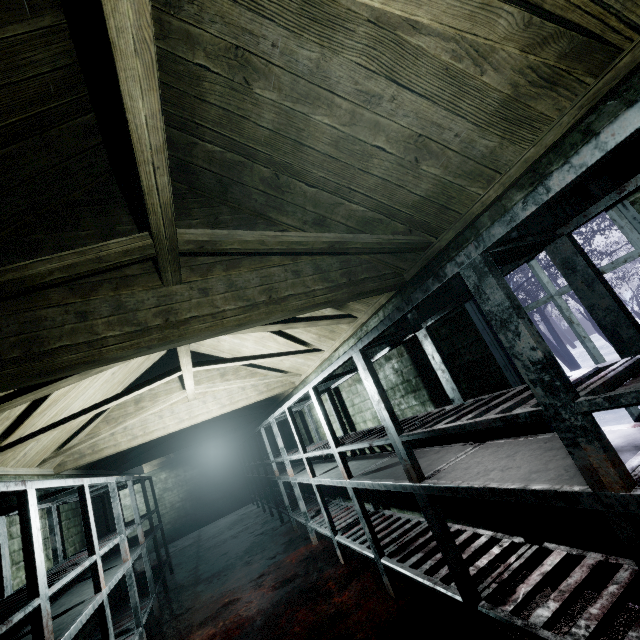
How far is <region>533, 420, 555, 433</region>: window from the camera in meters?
1.7 m

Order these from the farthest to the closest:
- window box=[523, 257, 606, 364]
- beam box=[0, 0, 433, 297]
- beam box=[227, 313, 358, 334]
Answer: beam box=[227, 313, 358, 334], window box=[523, 257, 606, 364], beam box=[0, 0, 433, 297]

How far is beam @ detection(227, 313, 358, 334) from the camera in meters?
2.6 m

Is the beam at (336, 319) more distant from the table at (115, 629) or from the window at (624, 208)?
the window at (624, 208)

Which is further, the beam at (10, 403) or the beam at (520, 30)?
the beam at (10, 403)

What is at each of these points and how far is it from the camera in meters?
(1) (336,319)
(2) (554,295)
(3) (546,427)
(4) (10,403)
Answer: (1) beam, 2.9 m
(2) window, 1.6 m
(3) window, 1.7 m
(4) beam, 1.9 m

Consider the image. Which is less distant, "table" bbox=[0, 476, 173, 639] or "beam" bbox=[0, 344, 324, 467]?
"table" bbox=[0, 476, 173, 639]
